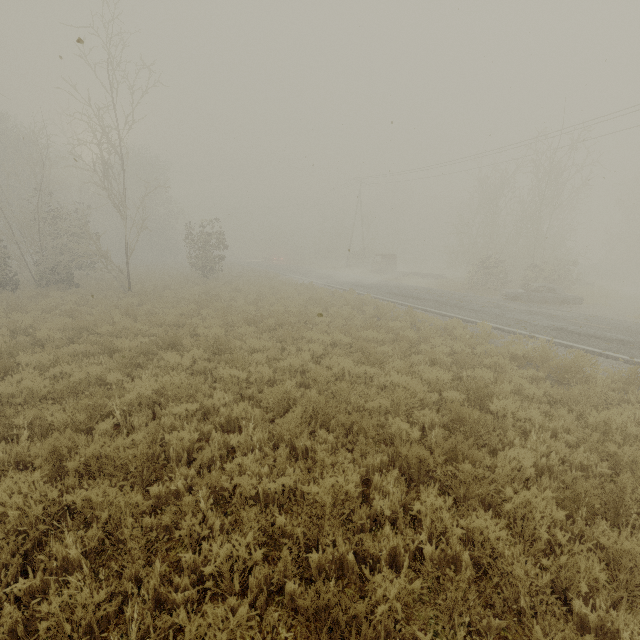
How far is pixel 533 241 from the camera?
23.0 meters

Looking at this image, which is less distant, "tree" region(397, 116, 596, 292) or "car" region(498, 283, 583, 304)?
"car" region(498, 283, 583, 304)

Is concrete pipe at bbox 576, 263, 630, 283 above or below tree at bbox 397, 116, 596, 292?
below

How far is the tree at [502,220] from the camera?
22.7m

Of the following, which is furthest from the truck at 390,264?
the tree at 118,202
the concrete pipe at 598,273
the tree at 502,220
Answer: the tree at 118,202

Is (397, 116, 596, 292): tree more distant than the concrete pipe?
No

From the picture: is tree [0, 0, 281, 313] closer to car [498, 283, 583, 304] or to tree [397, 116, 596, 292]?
car [498, 283, 583, 304]

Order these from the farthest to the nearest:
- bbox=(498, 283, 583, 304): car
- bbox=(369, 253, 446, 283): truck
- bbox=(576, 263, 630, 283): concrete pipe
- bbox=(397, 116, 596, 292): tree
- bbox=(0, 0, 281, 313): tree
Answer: bbox=(576, 263, 630, 283): concrete pipe < bbox=(369, 253, 446, 283): truck < bbox=(397, 116, 596, 292): tree < bbox=(498, 283, 583, 304): car < bbox=(0, 0, 281, 313): tree
